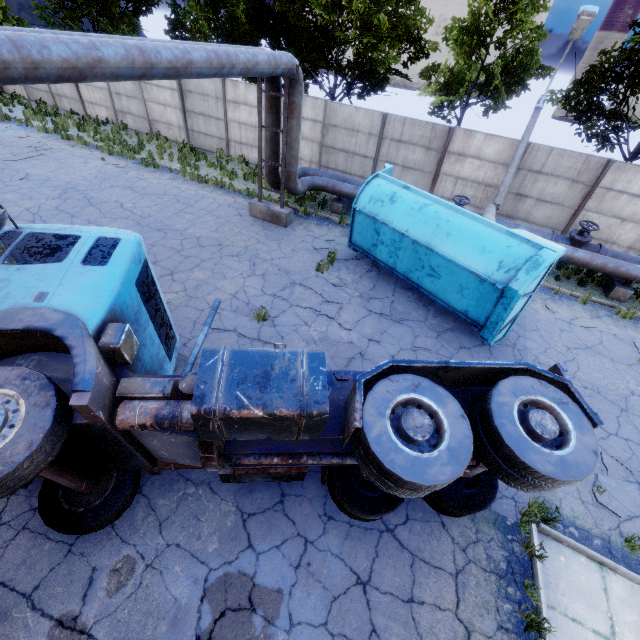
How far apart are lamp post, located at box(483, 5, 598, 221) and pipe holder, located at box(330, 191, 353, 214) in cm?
555

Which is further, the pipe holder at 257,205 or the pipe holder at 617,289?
the pipe holder at 617,289

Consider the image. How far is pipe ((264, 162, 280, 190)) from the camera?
12.42m

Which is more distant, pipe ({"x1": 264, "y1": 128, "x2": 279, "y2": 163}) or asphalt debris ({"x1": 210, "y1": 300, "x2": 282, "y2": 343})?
pipe ({"x1": 264, "y1": 128, "x2": 279, "y2": 163})

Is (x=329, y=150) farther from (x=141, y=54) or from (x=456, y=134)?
(x=141, y=54)

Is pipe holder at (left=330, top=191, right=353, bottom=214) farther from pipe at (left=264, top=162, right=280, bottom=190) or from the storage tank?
the storage tank

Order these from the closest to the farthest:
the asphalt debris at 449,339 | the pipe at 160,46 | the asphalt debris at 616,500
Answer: the pipe at 160,46
the asphalt debris at 616,500
the asphalt debris at 449,339

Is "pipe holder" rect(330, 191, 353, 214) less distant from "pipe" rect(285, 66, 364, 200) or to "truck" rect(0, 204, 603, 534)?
"pipe" rect(285, 66, 364, 200)
